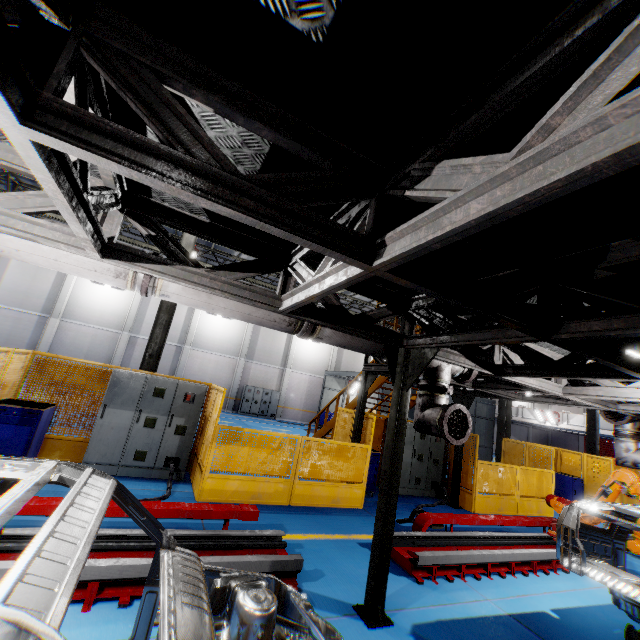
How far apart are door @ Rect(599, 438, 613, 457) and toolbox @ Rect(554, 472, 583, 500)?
28.9 meters

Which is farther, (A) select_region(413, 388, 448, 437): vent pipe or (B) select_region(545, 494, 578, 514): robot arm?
(B) select_region(545, 494, 578, 514): robot arm

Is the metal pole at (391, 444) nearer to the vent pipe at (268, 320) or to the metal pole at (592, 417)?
the vent pipe at (268, 320)

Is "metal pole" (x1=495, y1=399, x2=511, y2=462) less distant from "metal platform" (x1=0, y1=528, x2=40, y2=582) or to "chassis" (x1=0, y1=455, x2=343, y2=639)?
"chassis" (x1=0, y1=455, x2=343, y2=639)

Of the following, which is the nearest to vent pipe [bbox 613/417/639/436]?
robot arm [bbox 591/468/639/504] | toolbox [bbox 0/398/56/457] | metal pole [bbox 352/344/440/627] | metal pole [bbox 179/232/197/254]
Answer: robot arm [bbox 591/468/639/504]

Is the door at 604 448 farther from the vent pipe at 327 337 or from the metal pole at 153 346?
the metal pole at 153 346

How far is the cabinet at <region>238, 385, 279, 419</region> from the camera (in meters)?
24.20

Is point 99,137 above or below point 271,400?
above
